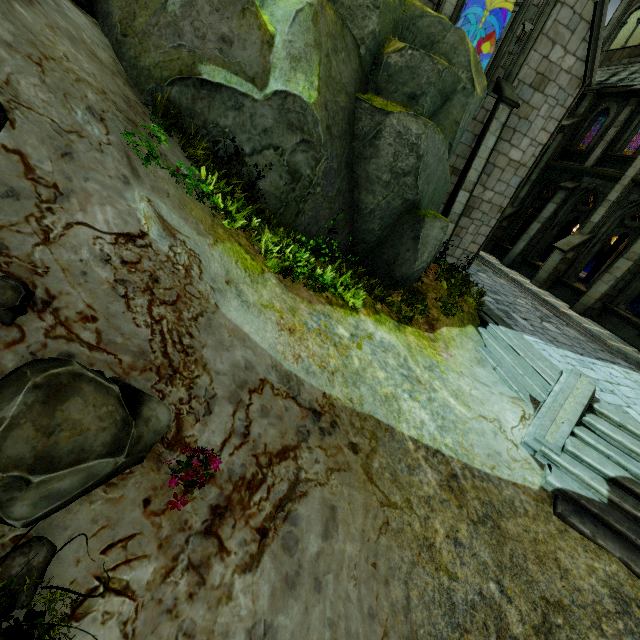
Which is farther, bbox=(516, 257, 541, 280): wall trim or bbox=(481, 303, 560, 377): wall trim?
bbox=(516, 257, 541, 280): wall trim

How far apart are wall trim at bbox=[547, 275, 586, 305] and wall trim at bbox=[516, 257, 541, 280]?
0.54m

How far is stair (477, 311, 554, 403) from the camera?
7.48m

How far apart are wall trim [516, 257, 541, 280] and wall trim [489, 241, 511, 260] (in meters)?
0.59

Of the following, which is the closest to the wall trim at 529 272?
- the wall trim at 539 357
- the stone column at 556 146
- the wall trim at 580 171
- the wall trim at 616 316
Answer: the stone column at 556 146

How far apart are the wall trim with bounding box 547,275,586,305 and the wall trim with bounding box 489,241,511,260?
3.0m

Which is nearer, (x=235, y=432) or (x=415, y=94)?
(x=235, y=432)

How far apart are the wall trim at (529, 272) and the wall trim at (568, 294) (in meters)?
0.54
